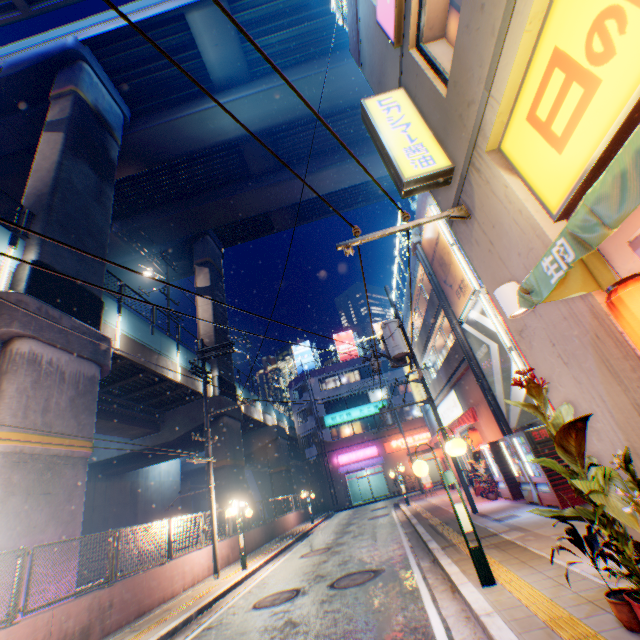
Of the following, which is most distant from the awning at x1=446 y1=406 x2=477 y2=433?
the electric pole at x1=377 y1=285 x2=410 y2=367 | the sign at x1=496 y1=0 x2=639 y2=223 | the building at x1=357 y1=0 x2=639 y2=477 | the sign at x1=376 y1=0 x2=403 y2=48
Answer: the sign at x1=376 y1=0 x2=403 y2=48

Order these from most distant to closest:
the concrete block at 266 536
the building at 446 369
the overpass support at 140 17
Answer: the overpass support at 140 17 < the concrete block at 266 536 < the building at 446 369

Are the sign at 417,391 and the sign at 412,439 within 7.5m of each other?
no

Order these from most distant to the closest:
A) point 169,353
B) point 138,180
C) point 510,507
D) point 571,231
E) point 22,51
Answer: point 138,180
point 169,353
point 22,51
point 510,507
point 571,231

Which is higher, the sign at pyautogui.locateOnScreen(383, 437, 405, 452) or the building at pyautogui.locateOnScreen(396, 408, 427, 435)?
the building at pyautogui.locateOnScreen(396, 408, 427, 435)

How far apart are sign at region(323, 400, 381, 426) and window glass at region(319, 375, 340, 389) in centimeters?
305cm

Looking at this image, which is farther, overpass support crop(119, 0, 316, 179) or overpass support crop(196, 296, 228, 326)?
overpass support crop(196, 296, 228, 326)

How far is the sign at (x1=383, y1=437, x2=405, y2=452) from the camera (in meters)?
35.81
